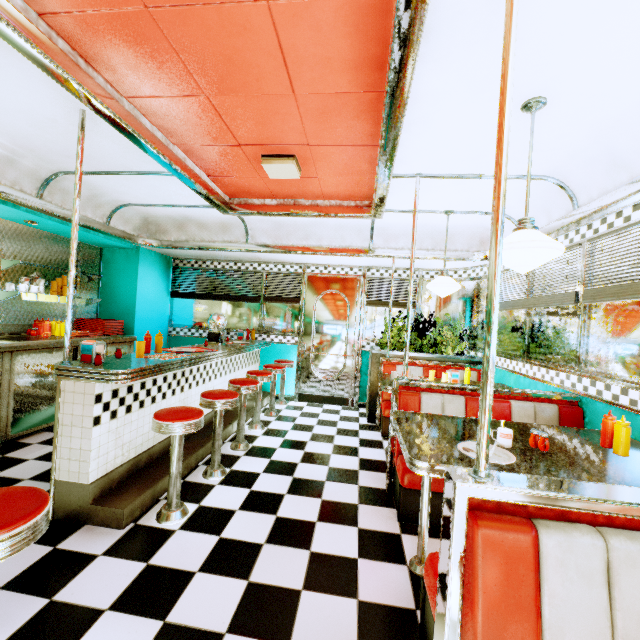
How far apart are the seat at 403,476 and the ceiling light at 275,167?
2.49m

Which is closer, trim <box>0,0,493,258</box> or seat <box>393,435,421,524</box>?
trim <box>0,0,493,258</box>

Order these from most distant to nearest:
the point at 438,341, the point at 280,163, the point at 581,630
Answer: the point at 438,341 < the point at 280,163 < the point at 581,630

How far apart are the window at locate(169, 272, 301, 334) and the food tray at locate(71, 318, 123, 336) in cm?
121

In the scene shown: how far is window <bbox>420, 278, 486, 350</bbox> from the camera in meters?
5.3 m

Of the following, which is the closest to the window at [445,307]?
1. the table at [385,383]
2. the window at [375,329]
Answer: the window at [375,329]

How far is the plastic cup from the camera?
4.7 meters

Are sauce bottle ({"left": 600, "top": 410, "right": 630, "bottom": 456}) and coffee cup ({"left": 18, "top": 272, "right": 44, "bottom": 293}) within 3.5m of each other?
no
